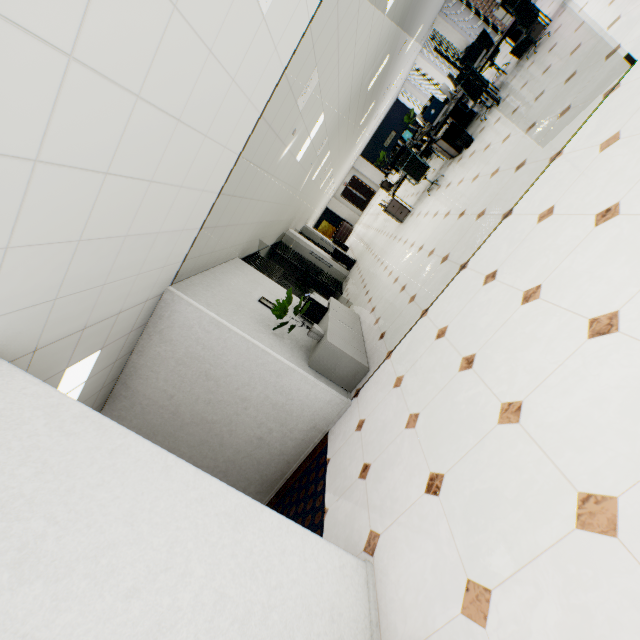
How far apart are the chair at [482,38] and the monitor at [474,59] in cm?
90

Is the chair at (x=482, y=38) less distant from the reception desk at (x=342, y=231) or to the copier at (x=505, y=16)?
the copier at (x=505, y=16)

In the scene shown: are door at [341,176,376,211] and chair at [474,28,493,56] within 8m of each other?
no

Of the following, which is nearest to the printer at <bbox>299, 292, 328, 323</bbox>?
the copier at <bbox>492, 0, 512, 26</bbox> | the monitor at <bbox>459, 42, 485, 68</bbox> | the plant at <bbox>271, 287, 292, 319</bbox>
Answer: the plant at <bbox>271, 287, 292, 319</bbox>

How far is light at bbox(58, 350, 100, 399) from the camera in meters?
3.2

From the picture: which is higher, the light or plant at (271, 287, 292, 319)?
the light

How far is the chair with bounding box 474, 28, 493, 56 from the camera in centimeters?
907cm

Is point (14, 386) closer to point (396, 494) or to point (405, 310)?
point (396, 494)
